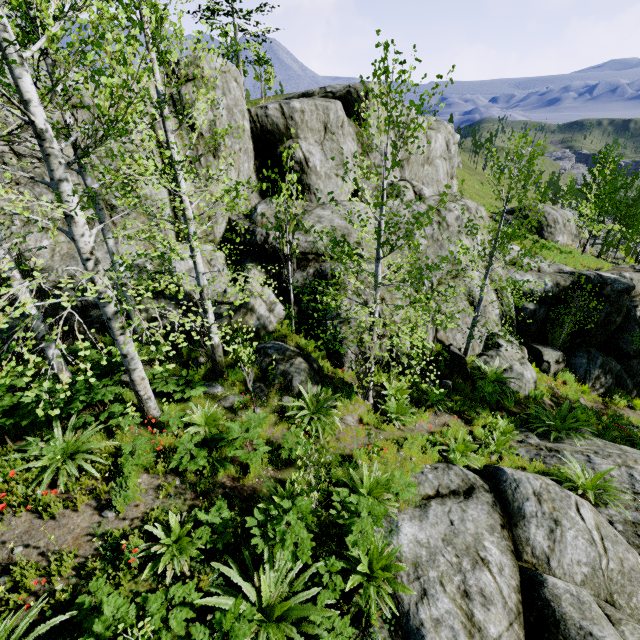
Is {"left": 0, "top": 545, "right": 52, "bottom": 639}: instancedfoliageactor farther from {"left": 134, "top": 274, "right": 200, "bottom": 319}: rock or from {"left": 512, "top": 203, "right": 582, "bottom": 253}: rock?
{"left": 512, "top": 203, "right": 582, "bottom": 253}: rock

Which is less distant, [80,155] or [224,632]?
[224,632]

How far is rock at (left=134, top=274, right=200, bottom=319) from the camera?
9.0m

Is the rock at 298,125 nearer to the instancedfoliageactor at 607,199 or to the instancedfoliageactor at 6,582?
the instancedfoliageactor at 607,199

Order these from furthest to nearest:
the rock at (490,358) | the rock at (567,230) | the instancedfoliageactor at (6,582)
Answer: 1. the rock at (567,230)
2. the rock at (490,358)
3. the instancedfoliageactor at (6,582)

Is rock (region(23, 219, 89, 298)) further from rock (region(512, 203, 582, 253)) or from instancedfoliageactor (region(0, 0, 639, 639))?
rock (region(512, 203, 582, 253))
